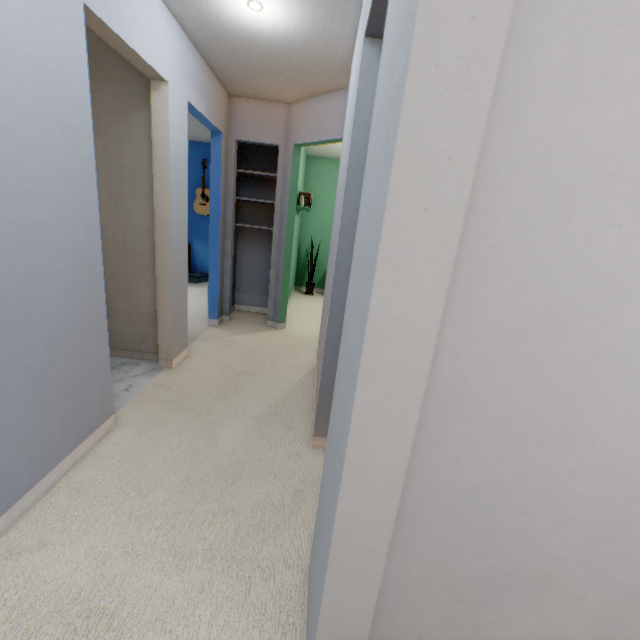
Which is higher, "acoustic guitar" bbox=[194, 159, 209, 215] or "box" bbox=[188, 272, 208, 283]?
"acoustic guitar" bbox=[194, 159, 209, 215]

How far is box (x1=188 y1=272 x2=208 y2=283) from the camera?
6.02m

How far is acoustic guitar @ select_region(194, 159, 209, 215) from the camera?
5.9m

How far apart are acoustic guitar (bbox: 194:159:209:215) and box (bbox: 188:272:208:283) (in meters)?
1.13

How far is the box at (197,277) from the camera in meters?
6.0

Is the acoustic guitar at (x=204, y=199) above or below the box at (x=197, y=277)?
above

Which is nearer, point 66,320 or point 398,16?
point 398,16
